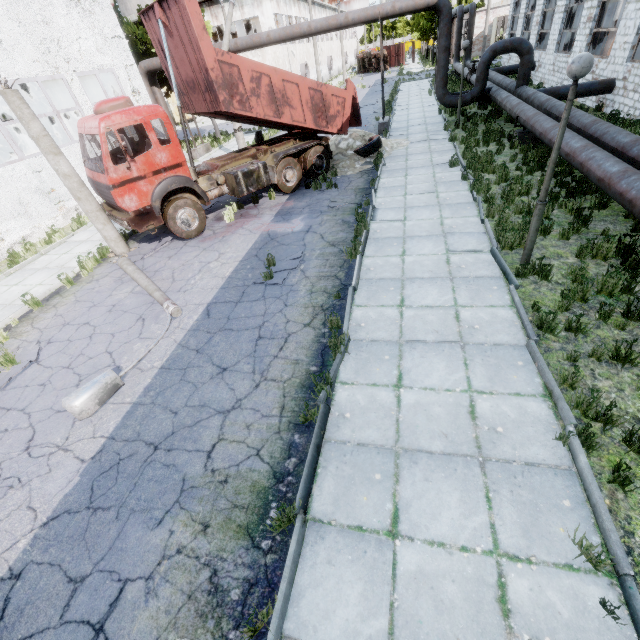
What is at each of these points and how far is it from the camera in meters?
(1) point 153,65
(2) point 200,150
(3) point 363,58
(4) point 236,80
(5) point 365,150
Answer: (1) pipe, 18.4 m
(2) pipe holder, 21.3 m
(3) truck, 56.8 m
(4) truck dump body, 9.6 m
(5) wire roll, 14.2 m

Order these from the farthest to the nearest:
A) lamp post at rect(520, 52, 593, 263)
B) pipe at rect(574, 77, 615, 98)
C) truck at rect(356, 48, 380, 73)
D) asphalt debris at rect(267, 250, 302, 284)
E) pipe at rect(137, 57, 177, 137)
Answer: truck at rect(356, 48, 380, 73) → pipe at rect(137, 57, 177, 137) → pipe at rect(574, 77, 615, 98) → asphalt debris at rect(267, 250, 302, 284) → lamp post at rect(520, 52, 593, 263)

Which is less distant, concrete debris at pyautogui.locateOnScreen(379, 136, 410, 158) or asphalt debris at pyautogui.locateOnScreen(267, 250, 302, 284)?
asphalt debris at pyautogui.locateOnScreen(267, 250, 302, 284)

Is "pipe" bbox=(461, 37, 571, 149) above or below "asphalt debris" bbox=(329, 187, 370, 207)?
above

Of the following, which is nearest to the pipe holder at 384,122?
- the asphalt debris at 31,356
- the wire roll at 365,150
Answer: the wire roll at 365,150

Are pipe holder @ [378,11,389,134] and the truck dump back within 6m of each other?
yes

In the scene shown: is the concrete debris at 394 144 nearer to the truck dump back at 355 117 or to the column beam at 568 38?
the truck dump back at 355 117

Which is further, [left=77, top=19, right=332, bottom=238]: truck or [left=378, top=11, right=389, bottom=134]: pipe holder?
[left=378, top=11, right=389, bottom=134]: pipe holder
